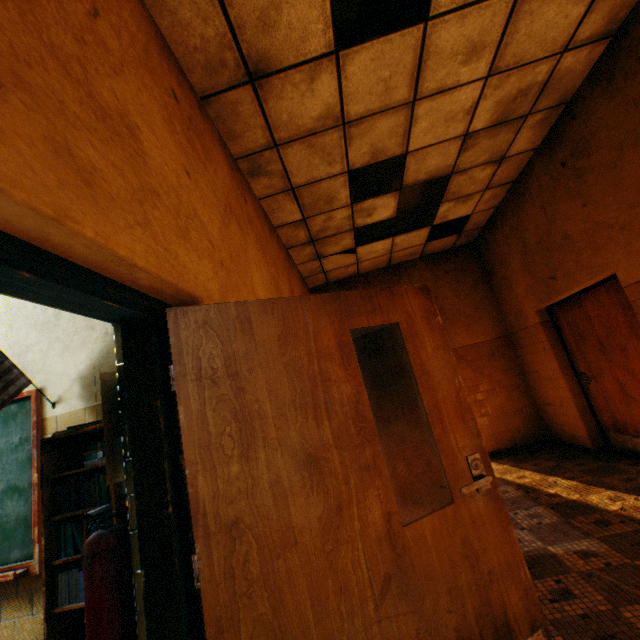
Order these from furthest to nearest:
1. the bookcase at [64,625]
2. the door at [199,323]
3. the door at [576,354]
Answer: the door at [576,354] < the bookcase at [64,625] < the door at [199,323]

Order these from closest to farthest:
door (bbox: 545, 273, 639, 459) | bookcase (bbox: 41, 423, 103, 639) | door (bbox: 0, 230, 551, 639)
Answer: door (bbox: 0, 230, 551, 639) → bookcase (bbox: 41, 423, 103, 639) → door (bbox: 545, 273, 639, 459)

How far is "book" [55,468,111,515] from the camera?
2.1 meters

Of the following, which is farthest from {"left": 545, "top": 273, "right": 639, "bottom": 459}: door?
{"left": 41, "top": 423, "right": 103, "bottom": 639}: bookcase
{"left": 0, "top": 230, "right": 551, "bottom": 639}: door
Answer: {"left": 41, "top": 423, "right": 103, "bottom": 639}: bookcase

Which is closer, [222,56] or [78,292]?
[78,292]

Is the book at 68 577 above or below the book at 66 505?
below

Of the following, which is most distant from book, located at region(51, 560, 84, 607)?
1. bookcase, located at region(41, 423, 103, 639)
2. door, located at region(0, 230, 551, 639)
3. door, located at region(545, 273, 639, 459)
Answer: door, located at region(545, 273, 639, 459)

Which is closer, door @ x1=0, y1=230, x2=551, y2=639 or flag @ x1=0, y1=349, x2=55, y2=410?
door @ x1=0, y1=230, x2=551, y2=639
